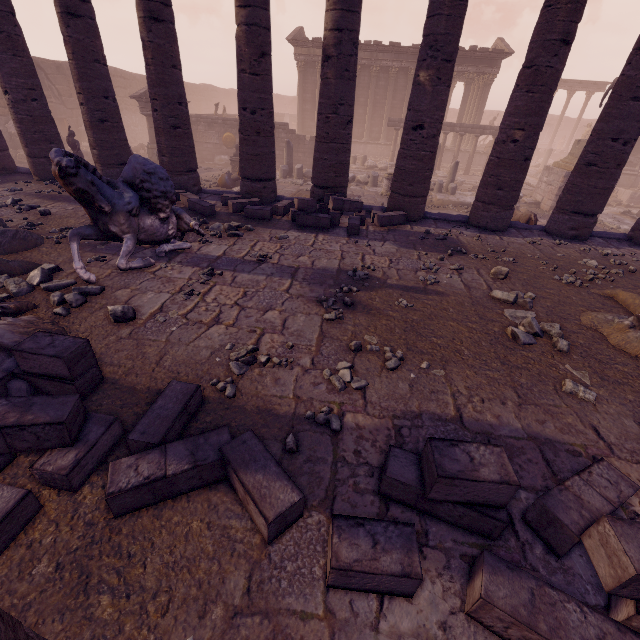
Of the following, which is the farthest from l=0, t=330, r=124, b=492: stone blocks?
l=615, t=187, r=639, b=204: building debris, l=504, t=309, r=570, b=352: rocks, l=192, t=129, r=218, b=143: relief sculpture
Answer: l=615, t=187, r=639, b=204: building debris

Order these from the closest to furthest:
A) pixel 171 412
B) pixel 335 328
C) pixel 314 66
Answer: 1. pixel 171 412
2. pixel 335 328
3. pixel 314 66

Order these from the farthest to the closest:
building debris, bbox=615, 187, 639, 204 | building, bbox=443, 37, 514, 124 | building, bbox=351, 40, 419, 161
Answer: building, bbox=351, 40, 419, 161, building, bbox=443, 37, 514, 124, building debris, bbox=615, 187, 639, 204

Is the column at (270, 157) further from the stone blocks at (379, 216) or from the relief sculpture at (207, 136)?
the relief sculpture at (207, 136)

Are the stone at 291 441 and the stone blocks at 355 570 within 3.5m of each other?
yes

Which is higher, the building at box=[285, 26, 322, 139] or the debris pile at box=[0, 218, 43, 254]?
the building at box=[285, 26, 322, 139]

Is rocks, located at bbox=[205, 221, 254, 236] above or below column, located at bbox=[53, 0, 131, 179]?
below

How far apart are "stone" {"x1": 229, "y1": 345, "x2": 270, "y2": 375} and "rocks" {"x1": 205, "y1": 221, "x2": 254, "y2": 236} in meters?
3.9
